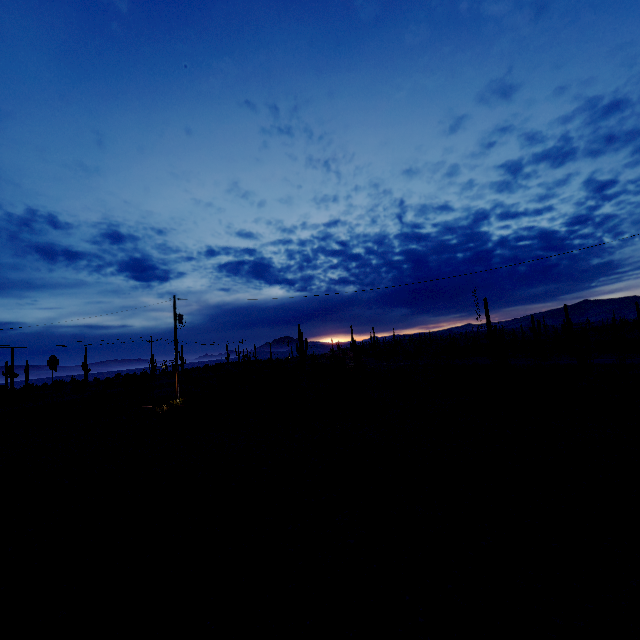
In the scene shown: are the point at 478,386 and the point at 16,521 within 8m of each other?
no
